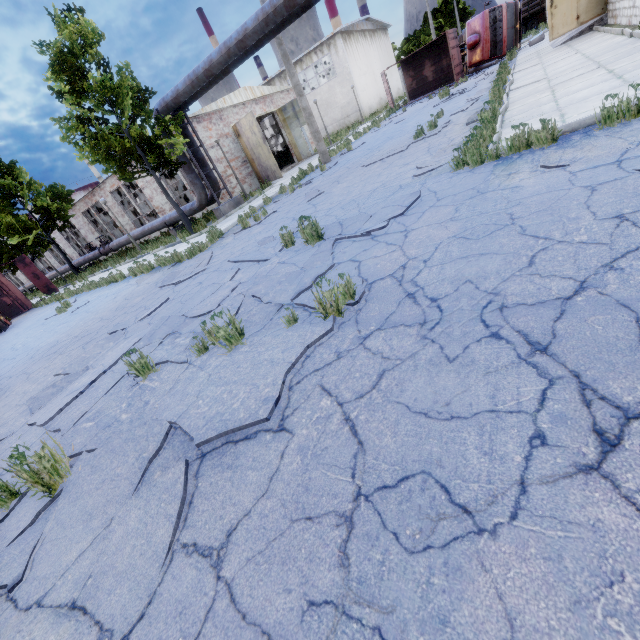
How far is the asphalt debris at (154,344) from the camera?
4.32m

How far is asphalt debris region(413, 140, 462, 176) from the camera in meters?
6.6 m

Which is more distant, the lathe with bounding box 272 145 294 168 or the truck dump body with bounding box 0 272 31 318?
the lathe with bounding box 272 145 294 168

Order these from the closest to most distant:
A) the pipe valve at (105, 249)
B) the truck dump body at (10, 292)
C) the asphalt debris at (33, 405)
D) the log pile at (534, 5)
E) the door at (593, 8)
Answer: the asphalt debris at (33, 405)
the door at (593, 8)
the truck dump body at (10, 292)
the pipe valve at (105, 249)
the log pile at (534, 5)

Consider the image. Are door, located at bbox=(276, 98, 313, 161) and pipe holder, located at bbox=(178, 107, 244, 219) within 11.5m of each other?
yes

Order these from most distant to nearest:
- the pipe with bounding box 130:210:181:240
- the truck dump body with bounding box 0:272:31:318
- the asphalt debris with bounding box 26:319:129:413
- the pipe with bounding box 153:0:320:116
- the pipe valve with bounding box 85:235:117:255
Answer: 1. the pipe valve with bounding box 85:235:117:255
2. the truck dump body with bounding box 0:272:31:318
3. the pipe with bounding box 130:210:181:240
4. the pipe with bounding box 153:0:320:116
5. the asphalt debris with bounding box 26:319:129:413

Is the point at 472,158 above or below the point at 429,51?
below

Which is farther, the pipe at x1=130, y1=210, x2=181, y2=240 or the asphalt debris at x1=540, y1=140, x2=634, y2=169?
the pipe at x1=130, y1=210, x2=181, y2=240
